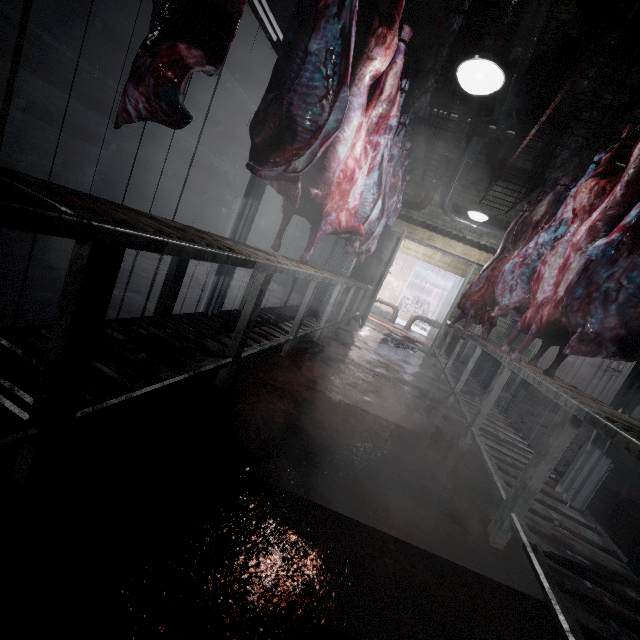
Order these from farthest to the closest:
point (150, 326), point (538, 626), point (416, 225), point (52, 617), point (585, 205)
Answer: point (416, 225)
point (585, 205)
point (150, 326)
point (538, 626)
point (52, 617)

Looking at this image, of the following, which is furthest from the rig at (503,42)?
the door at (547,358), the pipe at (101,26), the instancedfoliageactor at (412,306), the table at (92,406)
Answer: the instancedfoliageactor at (412,306)

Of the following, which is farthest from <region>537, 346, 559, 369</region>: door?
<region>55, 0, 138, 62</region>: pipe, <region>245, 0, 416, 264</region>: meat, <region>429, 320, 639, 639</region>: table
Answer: <region>245, 0, 416, 264</region>: meat

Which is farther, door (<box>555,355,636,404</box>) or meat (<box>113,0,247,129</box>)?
door (<box>555,355,636,404</box>)

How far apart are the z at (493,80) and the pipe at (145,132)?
3.98m

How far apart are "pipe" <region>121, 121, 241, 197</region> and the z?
4.0m

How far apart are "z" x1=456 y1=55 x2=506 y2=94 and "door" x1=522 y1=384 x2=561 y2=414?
4.8m

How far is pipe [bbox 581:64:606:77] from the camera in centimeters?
363cm
